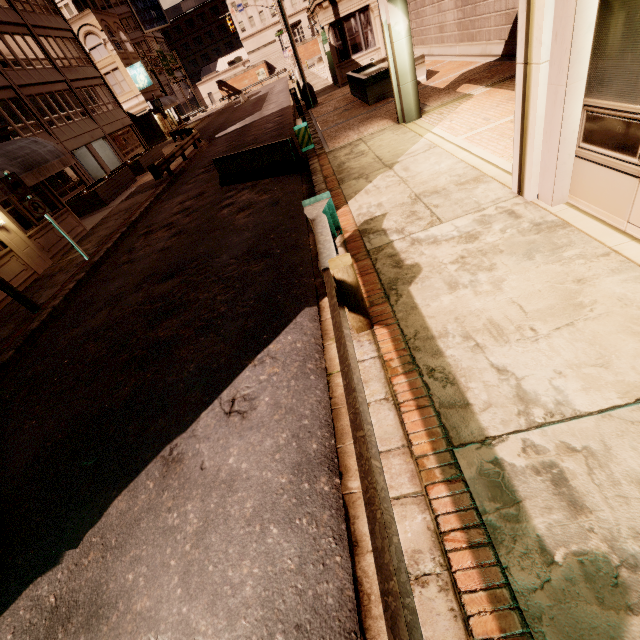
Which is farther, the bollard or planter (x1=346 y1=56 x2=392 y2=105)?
planter (x1=346 y1=56 x2=392 y2=105)

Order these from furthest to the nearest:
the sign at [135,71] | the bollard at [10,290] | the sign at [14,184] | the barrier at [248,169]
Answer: the sign at [135,71] → the barrier at [248,169] → the sign at [14,184] → the bollard at [10,290]

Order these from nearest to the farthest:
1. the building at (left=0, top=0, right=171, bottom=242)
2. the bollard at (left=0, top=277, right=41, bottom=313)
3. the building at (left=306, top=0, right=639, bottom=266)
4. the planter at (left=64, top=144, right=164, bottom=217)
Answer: the building at (left=306, top=0, right=639, bottom=266)
the bollard at (left=0, top=277, right=41, bottom=313)
the planter at (left=64, top=144, right=164, bottom=217)
the building at (left=0, top=0, right=171, bottom=242)

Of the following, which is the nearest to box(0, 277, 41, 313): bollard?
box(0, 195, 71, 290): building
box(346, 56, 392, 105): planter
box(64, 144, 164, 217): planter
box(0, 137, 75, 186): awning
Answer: box(0, 137, 75, 186): awning

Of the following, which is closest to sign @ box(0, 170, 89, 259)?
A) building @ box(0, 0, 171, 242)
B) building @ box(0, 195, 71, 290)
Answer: building @ box(0, 195, 71, 290)

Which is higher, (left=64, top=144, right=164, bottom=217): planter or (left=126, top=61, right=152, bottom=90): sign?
(left=126, top=61, right=152, bottom=90): sign

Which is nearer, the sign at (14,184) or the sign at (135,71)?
the sign at (14,184)

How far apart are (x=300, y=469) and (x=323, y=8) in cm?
2498
